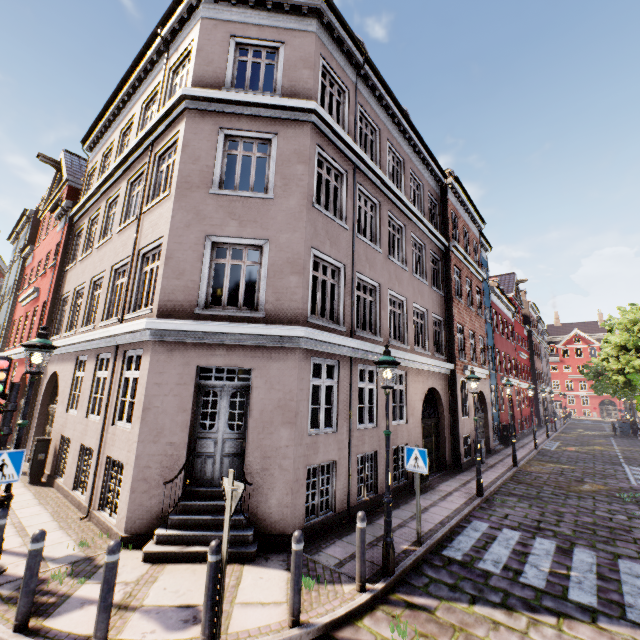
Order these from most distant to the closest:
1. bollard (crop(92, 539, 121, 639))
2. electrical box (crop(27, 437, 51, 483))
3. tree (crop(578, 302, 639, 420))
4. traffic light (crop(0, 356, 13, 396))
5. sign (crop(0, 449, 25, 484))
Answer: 1. tree (crop(578, 302, 639, 420))
2. electrical box (crop(27, 437, 51, 483))
3. traffic light (crop(0, 356, 13, 396))
4. sign (crop(0, 449, 25, 484))
5. bollard (crop(92, 539, 121, 639))

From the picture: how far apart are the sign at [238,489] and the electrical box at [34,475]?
9.1m

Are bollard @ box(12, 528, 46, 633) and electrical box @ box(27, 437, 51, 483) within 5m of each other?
no

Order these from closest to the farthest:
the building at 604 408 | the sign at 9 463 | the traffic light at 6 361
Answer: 1. the sign at 9 463
2. the traffic light at 6 361
3. the building at 604 408

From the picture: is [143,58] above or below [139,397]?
above

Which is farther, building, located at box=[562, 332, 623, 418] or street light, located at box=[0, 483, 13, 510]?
building, located at box=[562, 332, 623, 418]

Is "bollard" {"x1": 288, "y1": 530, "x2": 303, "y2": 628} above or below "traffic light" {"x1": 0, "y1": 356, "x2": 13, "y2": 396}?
below

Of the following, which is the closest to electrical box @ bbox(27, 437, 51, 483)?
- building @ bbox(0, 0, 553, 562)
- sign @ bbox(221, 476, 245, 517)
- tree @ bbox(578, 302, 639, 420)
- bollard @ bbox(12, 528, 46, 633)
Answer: building @ bbox(0, 0, 553, 562)
